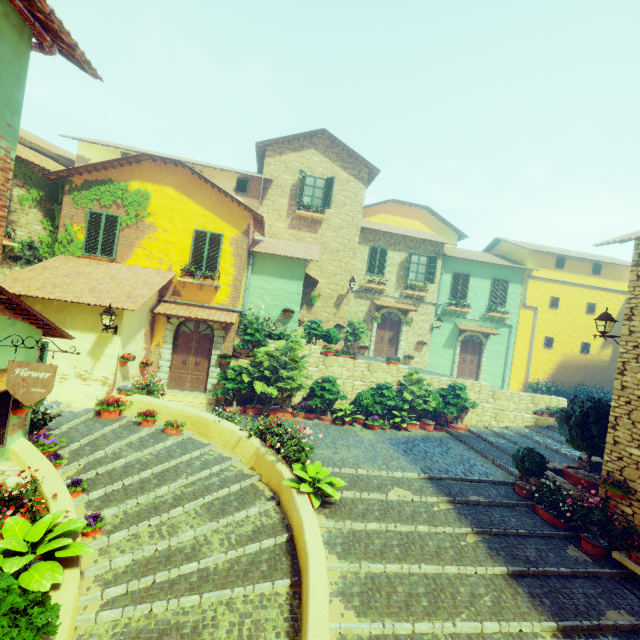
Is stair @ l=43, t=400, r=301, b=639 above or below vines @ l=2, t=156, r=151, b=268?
below

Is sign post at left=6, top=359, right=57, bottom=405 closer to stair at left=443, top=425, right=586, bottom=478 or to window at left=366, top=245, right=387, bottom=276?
stair at left=443, top=425, right=586, bottom=478

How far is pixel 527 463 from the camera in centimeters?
871cm

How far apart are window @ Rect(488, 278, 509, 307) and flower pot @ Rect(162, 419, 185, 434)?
18.04m

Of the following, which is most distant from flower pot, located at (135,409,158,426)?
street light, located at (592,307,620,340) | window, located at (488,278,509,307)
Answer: window, located at (488,278,509,307)

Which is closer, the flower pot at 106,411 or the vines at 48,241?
the flower pot at 106,411

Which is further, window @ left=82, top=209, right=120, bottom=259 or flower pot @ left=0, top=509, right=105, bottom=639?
window @ left=82, top=209, right=120, bottom=259

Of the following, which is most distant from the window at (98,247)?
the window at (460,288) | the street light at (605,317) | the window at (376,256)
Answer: the window at (460,288)
